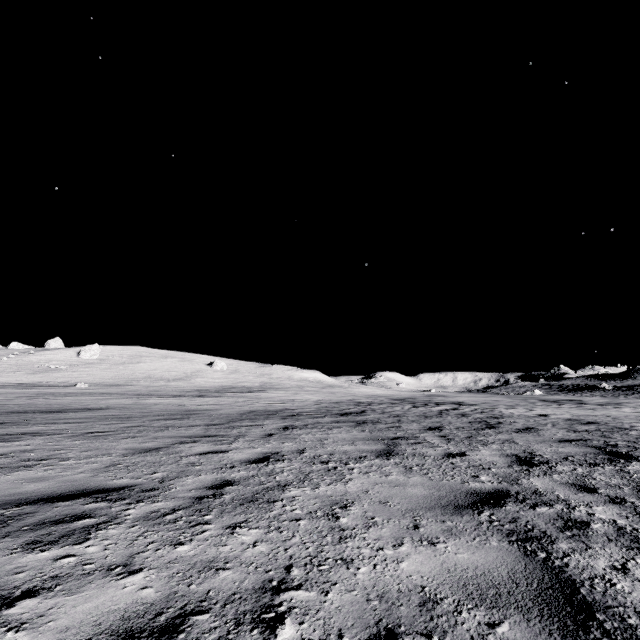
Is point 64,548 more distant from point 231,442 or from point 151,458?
point 231,442
